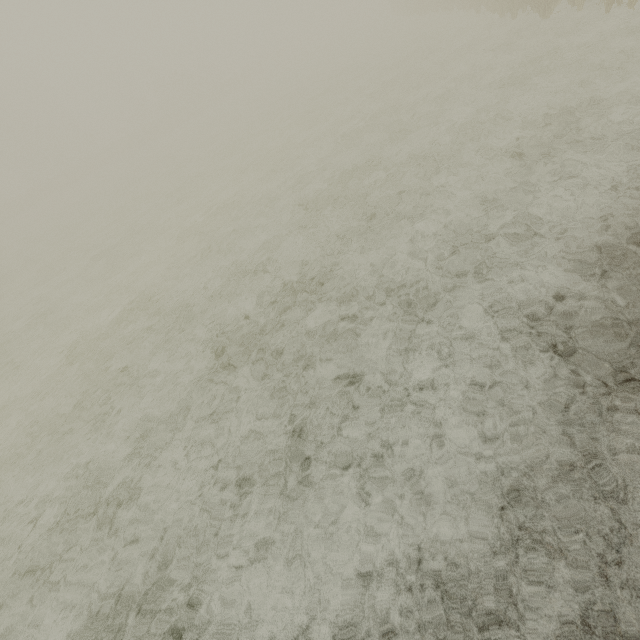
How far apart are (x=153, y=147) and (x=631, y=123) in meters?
45.5 m
